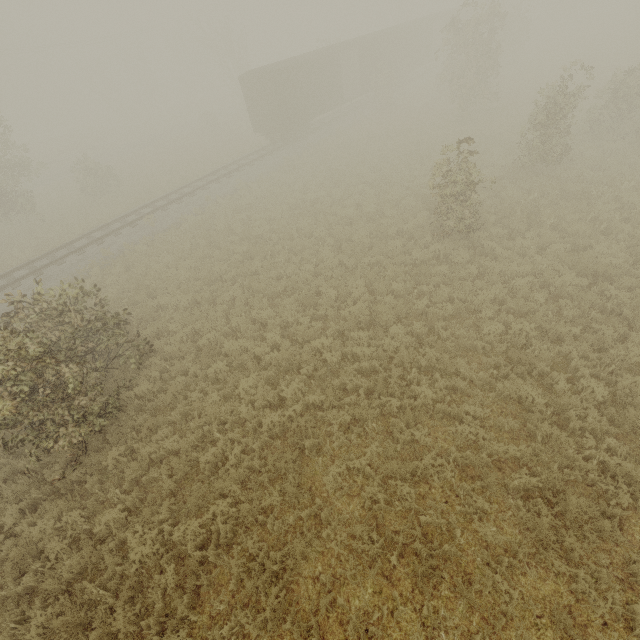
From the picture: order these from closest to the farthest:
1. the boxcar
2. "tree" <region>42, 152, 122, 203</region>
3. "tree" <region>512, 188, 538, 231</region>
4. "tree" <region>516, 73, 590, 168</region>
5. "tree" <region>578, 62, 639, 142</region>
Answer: "tree" <region>512, 188, 538, 231</region> → "tree" <region>516, 73, 590, 168</region> → "tree" <region>578, 62, 639, 142</region> → the boxcar → "tree" <region>42, 152, 122, 203</region>

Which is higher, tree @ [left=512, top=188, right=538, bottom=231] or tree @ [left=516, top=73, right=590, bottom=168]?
tree @ [left=516, top=73, right=590, bottom=168]

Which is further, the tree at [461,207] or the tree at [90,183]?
the tree at [90,183]

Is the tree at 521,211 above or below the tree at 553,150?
below

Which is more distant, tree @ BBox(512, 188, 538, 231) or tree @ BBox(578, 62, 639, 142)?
tree @ BBox(578, 62, 639, 142)

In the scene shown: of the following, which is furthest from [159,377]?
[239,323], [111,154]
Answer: [111,154]
